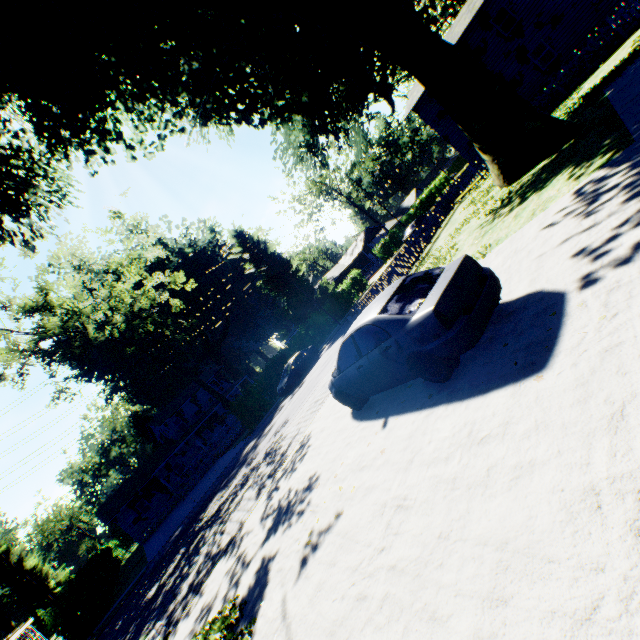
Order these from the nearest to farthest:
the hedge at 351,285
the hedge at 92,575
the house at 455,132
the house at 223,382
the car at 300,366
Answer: the hedge at 92,575 → the car at 300,366 → the house at 455,132 → the hedge at 351,285 → the house at 223,382

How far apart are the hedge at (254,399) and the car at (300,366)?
2.7m

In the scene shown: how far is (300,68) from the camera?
16.1 meters

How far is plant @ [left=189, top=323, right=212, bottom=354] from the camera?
54.1 meters

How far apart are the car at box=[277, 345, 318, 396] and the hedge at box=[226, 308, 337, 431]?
2.74m

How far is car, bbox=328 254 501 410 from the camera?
4.7 meters

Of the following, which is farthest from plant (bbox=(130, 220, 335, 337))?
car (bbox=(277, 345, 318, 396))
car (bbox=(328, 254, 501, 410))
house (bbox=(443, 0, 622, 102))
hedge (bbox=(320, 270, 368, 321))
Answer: car (bbox=(328, 254, 501, 410))

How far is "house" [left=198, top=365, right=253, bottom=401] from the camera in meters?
43.3
